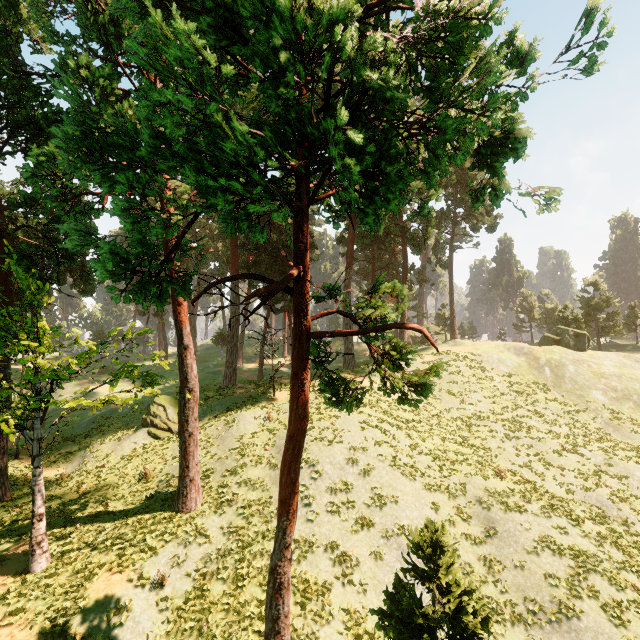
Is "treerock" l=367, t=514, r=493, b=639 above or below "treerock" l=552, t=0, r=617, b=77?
A: below

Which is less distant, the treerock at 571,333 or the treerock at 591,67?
the treerock at 591,67

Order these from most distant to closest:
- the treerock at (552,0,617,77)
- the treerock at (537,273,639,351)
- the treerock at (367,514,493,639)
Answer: the treerock at (537,273,639,351) < the treerock at (367,514,493,639) < the treerock at (552,0,617,77)

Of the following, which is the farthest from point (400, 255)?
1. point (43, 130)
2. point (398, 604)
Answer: point (398, 604)

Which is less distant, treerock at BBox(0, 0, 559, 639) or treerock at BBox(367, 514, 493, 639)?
treerock at BBox(0, 0, 559, 639)

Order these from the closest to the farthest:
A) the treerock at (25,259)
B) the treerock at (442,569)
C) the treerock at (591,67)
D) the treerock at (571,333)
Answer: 1. the treerock at (25,259)
2. the treerock at (591,67)
3. the treerock at (442,569)
4. the treerock at (571,333)
